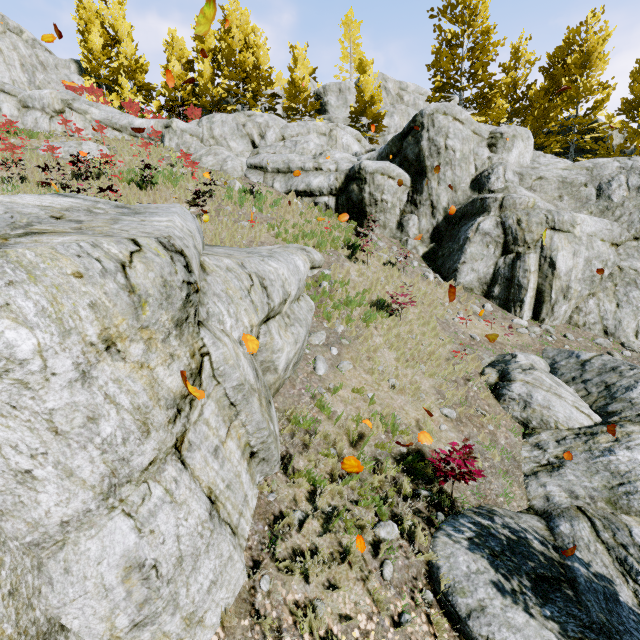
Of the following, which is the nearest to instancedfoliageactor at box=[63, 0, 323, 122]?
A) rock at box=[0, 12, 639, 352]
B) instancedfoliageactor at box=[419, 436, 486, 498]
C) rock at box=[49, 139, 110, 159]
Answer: rock at box=[0, 12, 639, 352]

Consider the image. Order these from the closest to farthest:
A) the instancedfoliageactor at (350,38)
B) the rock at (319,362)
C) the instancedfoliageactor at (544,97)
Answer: the rock at (319,362) < the instancedfoliageactor at (544,97) < the instancedfoliageactor at (350,38)

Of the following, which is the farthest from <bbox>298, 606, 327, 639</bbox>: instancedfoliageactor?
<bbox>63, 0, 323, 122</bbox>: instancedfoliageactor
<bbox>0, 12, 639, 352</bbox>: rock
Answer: <bbox>63, 0, 323, 122</bbox>: instancedfoliageactor

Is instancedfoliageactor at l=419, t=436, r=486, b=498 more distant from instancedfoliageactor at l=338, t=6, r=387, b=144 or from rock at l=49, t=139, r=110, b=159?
rock at l=49, t=139, r=110, b=159

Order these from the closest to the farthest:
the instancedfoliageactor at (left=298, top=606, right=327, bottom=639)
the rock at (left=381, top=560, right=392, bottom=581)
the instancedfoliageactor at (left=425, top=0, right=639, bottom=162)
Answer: the instancedfoliageactor at (left=298, top=606, right=327, bottom=639)
the rock at (left=381, top=560, right=392, bottom=581)
the instancedfoliageactor at (left=425, top=0, right=639, bottom=162)

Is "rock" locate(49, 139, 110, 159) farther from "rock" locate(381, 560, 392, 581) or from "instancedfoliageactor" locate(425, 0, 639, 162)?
"instancedfoliageactor" locate(425, 0, 639, 162)

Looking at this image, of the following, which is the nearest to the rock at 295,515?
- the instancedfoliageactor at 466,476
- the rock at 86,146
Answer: the instancedfoliageactor at 466,476

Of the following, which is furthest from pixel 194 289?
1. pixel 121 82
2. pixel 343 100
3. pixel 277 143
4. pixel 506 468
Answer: pixel 121 82
